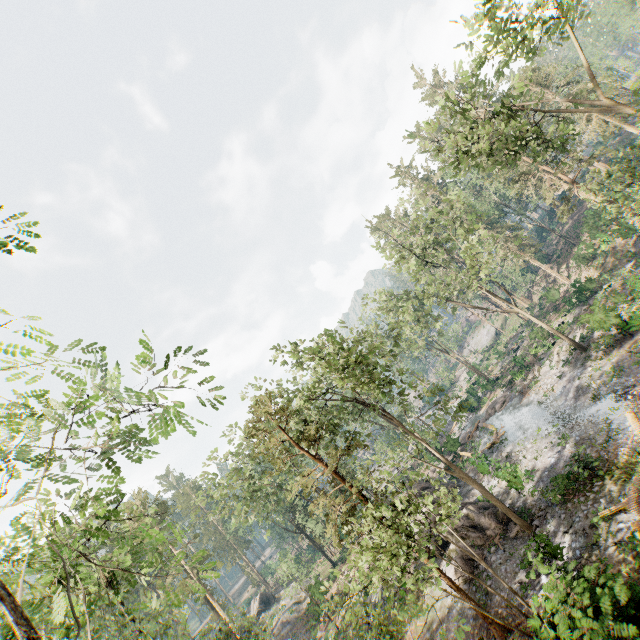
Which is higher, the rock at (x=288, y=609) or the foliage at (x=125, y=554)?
the foliage at (x=125, y=554)

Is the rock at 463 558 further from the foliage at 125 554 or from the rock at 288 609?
the rock at 288 609

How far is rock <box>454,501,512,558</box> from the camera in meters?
19.0

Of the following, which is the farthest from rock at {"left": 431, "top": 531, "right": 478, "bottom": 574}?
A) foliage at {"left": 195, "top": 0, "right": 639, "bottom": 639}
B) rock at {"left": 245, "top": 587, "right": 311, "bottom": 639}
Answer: rock at {"left": 245, "top": 587, "right": 311, "bottom": 639}

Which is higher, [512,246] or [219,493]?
[219,493]

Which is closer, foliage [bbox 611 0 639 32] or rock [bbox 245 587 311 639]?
rock [bbox 245 587 311 639]
